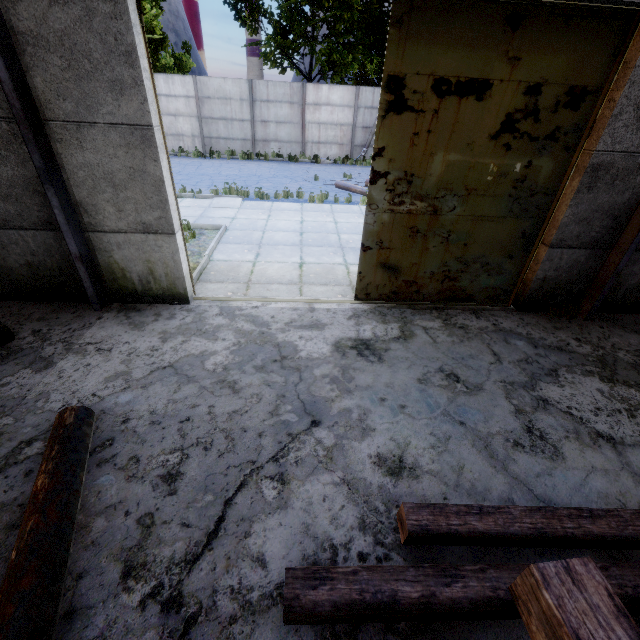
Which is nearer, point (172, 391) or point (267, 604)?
point (267, 604)

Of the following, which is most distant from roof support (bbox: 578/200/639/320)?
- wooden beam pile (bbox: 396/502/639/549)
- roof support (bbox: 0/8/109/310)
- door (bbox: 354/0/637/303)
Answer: roof support (bbox: 0/8/109/310)

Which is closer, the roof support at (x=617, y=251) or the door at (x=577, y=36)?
the door at (x=577, y=36)

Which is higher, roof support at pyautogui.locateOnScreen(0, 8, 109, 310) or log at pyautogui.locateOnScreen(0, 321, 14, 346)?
roof support at pyautogui.locateOnScreen(0, 8, 109, 310)

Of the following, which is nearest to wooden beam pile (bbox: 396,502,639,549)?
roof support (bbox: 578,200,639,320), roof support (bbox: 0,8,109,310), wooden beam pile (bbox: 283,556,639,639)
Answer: wooden beam pile (bbox: 283,556,639,639)

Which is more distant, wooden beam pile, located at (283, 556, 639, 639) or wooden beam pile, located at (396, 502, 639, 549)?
wooden beam pile, located at (396, 502, 639, 549)

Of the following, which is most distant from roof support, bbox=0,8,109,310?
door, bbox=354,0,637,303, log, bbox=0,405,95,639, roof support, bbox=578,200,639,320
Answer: roof support, bbox=578,200,639,320

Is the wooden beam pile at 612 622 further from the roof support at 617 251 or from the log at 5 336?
the log at 5 336
